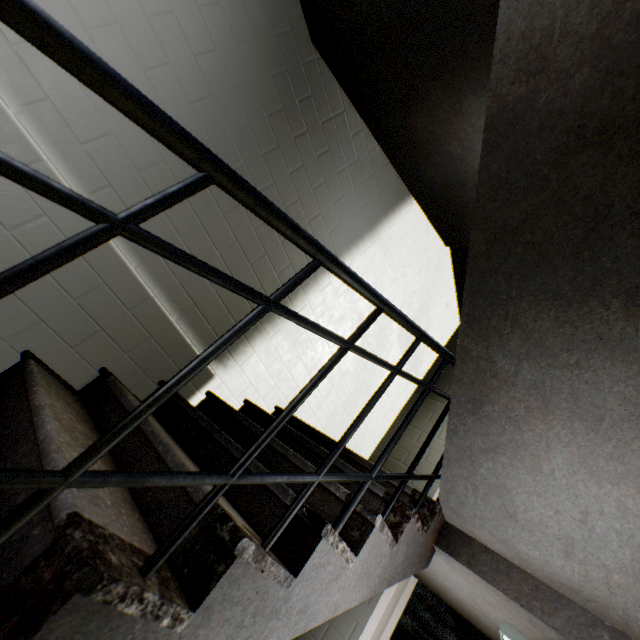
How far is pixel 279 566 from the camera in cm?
91

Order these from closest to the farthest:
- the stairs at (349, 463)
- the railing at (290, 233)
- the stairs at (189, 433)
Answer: the railing at (290, 233) → the stairs at (189, 433) → the stairs at (349, 463)

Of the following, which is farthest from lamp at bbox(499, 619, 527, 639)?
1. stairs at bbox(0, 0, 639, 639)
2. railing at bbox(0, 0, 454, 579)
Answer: railing at bbox(0, 0, 454, 579)

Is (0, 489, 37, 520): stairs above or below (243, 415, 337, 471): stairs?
below

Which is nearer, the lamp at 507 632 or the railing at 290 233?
the railing at 290 233

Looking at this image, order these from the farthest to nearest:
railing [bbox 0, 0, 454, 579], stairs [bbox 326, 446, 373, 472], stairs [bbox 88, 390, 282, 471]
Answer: stairs [bbox 326, 446, 373, 472], stairs [bbox 88, 390, 282, 471], railing [bbox 0, 0, 454, 579]

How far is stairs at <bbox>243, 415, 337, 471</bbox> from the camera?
1.58m
